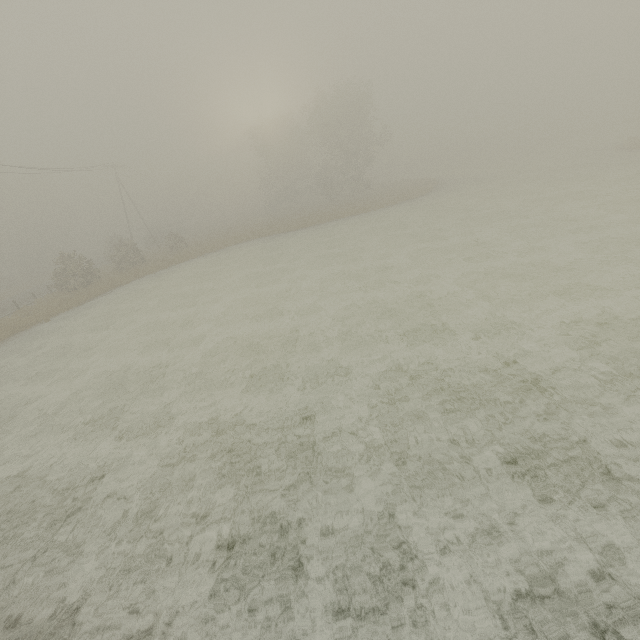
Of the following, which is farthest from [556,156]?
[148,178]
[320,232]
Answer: [148,178]
